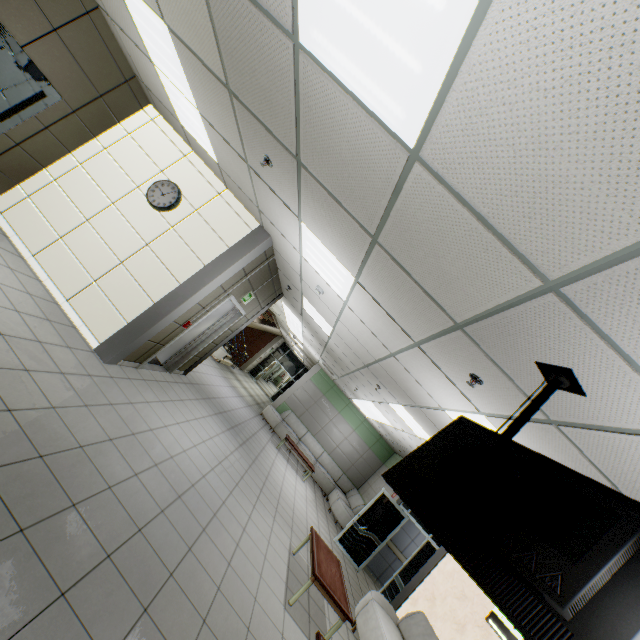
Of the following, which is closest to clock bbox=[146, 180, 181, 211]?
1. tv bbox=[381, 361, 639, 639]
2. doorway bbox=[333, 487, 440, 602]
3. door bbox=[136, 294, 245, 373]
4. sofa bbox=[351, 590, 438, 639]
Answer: door bbox=[136, 294, 245, 373]

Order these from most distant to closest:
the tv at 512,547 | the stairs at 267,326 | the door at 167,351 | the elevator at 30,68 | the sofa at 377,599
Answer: Result:
1. the stairs at 267,326
2. the door at 167,351
3. the sofa at 377,599
4. the elevator at 30,68
5. the tv at 512,547

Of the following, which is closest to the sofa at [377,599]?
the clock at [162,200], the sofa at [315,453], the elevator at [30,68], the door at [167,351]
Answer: the sofa at [315,453]

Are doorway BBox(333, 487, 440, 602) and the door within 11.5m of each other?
yes

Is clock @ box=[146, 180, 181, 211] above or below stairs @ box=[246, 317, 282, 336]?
below

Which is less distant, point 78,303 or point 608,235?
point 608,235

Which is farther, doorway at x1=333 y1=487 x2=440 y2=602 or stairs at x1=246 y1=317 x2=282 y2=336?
stairs at x1=246 y1=317 x2=282 y2=336

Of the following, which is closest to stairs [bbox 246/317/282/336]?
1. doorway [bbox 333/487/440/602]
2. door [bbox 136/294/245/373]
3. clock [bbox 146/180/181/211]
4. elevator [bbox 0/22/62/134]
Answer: door [bbox 136/294/245/373]
